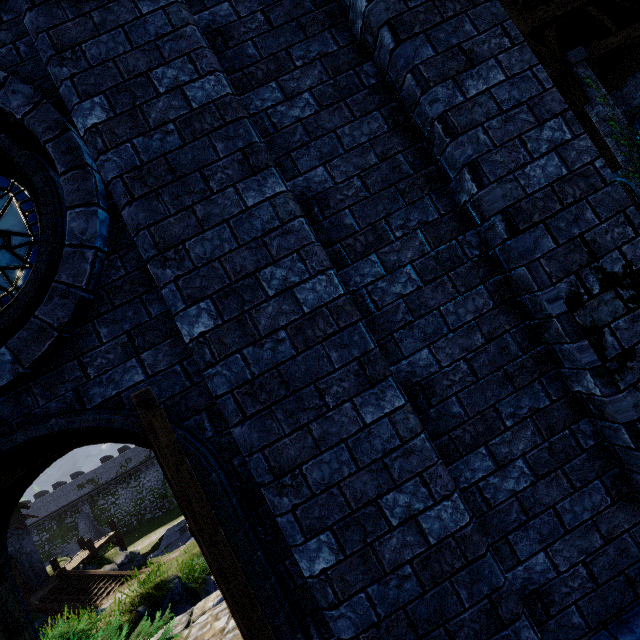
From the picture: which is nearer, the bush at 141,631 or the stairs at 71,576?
the bush at 141,631

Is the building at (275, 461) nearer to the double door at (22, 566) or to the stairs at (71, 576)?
the stairs at (71, 576)

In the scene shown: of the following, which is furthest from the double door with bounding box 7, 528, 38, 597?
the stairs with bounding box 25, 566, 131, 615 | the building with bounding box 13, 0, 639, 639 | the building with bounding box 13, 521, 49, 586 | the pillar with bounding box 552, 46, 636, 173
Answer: the pillar with bounding box 552, 46, 636, 173

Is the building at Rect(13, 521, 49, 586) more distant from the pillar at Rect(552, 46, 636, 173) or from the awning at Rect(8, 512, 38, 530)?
the pillar at Rect(552, 46, 636, 173)

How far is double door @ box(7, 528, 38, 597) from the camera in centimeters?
2264cm

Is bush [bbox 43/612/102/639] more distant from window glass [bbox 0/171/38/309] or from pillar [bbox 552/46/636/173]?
pillar [bbox 552/46/636/173]

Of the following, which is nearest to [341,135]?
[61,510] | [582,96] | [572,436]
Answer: [572,436]

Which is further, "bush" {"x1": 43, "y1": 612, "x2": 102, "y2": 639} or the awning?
the awning
